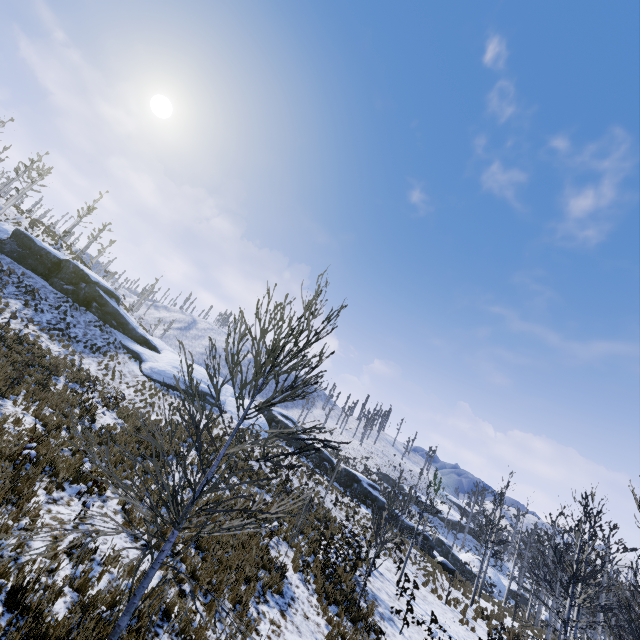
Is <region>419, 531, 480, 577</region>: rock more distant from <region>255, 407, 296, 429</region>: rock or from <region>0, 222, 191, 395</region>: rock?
<region>0, 222, 191, 395</region>: rock

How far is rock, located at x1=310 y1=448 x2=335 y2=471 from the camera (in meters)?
34.59

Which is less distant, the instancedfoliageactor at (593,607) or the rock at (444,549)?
the instancedfoliageactor at (593,607)

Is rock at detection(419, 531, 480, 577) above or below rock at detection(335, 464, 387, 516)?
below

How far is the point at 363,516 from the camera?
24.9 meters

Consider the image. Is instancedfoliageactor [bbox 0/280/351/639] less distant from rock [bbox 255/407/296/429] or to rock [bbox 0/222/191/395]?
rock [bbox 255/407/296/429]

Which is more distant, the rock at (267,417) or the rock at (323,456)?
the rock at (323,456)
